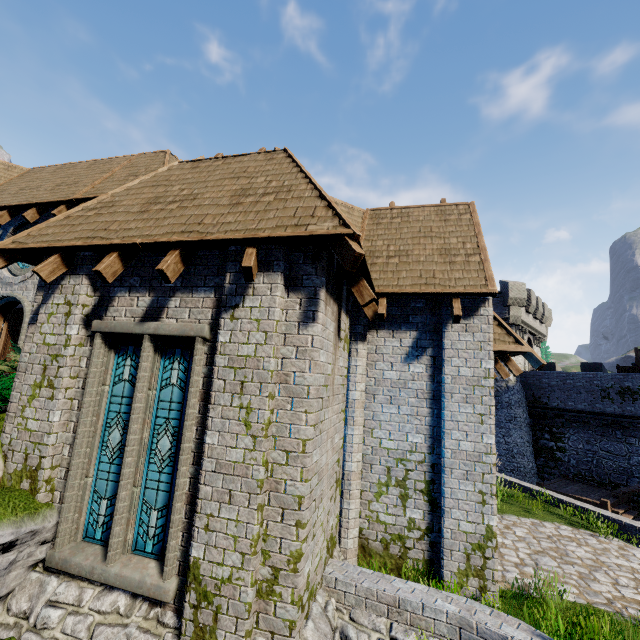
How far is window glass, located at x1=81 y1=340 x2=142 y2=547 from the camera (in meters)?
5.26

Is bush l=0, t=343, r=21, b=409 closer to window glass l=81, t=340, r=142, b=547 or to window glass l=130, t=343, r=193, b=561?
window glass l=81, t=340, r=142, b=547

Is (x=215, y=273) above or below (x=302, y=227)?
below

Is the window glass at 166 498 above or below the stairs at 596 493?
above

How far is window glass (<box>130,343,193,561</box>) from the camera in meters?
5.0 m

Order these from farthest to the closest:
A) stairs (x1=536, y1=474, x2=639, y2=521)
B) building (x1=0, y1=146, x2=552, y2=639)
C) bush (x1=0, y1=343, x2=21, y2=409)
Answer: → stairs (x1=536, y1=474, x2=639, y2=521), bush (x1=0, y1=343, x2=21, y2=409), building (x1=0, y1=146, x2=552, y2=639)

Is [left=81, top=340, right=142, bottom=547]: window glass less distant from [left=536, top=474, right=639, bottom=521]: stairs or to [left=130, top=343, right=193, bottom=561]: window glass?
[left=130, top=343, right=193, bottom=561]: window glass

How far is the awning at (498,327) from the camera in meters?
6.7 m
